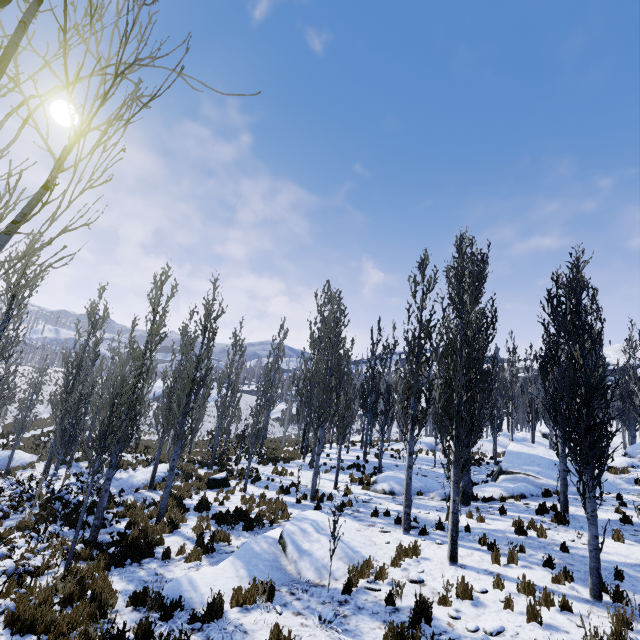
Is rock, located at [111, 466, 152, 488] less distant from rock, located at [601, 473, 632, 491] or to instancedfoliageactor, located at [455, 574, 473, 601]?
instancedfoliageactor, located at [455, 574, 473, 601]

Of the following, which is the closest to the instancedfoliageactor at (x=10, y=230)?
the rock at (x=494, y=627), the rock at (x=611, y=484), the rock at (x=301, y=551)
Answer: the rock at (x=611, y=484)

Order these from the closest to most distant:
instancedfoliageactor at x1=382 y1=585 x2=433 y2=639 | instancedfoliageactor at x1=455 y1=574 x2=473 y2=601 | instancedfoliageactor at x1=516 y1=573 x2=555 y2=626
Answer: instancedfoliageactor at x1=382 y1=585 x2=433 y2=639 < instancedfoliageactor at x1=516 y1=573 x2=555 y2=626 < instancedfoliageactor at x1=455 y1=574 x2=473 y2=601

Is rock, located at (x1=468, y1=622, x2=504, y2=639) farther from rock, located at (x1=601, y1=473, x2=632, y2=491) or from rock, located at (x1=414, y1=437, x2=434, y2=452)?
rock, located at (x1=414, y1=437, x2=434, y2=452)

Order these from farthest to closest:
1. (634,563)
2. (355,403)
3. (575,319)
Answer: (575,319) → (355,403) → (634,563)

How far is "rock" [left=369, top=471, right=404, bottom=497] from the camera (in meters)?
15.10

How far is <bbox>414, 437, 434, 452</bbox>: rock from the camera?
28.4 meters

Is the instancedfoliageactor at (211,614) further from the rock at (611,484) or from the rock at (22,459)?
the rock at (22,459)
